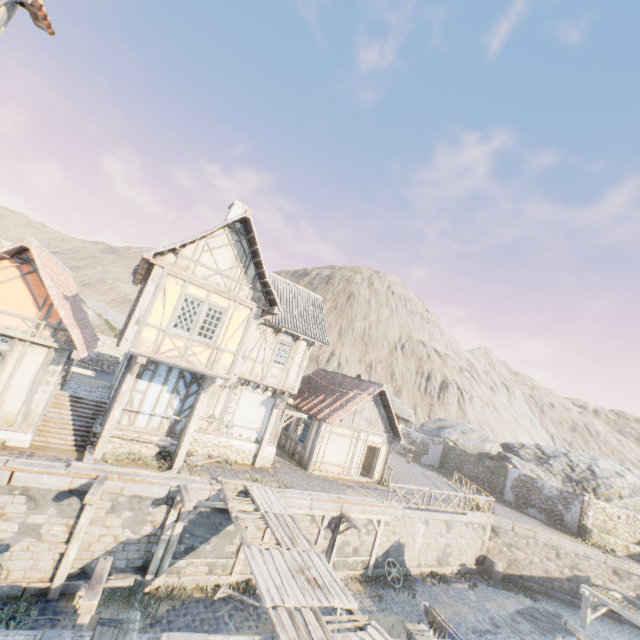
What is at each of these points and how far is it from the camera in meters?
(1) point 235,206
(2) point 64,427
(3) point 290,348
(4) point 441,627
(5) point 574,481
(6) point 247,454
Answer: (1) chimney, 16.5
(2) stairs, 11.9
(3) building, 17.0
(4) fabric, 8.8
(5) rock, 31.0
(6) stone foundation, 16.2

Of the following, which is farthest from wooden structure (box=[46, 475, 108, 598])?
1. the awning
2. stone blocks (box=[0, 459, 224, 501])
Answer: the awning

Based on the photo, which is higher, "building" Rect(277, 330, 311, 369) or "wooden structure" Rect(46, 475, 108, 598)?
"building" Rect(277, 330, 311, 369)

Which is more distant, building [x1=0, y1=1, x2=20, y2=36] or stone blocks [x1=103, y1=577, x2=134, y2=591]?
stone blocks [x1=103, y1=577, x2=134, y2=591]

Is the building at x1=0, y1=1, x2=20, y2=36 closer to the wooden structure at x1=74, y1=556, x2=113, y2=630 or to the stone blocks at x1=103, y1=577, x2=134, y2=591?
the stone blocks at x1=103, y1=577, x2=134, y2=591

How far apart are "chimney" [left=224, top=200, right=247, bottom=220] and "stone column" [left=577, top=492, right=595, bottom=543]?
30.7 meters

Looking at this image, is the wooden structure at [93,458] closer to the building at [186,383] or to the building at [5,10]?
the building at [186,383]

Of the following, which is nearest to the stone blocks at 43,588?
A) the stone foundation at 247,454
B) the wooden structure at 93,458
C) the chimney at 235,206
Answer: the wooden structure at 93,458
